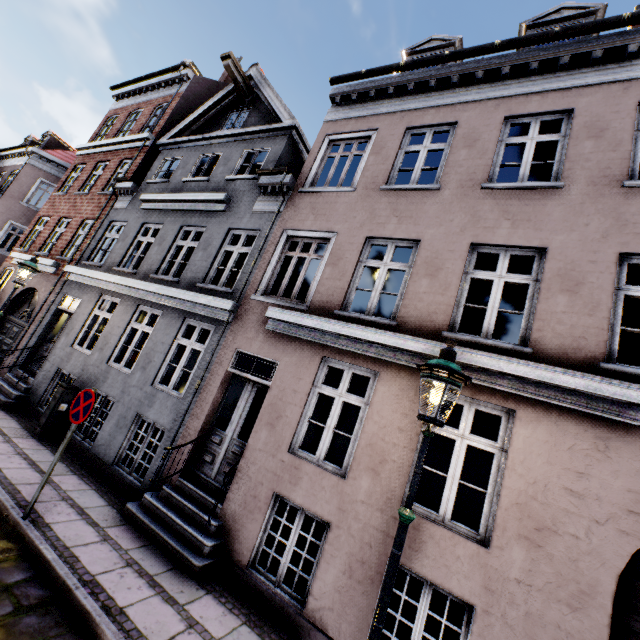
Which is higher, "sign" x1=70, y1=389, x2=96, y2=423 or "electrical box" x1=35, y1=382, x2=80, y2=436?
"sign" x1=70, y1=389, x2=96, y2=423

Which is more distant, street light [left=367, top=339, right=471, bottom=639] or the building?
the building

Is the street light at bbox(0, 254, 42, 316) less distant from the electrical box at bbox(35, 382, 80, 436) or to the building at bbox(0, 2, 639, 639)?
the building at bbox(0, 2, 639, 639)

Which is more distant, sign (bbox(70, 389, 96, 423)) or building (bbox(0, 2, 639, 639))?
sign (bbox(70, 389, 96, 423))

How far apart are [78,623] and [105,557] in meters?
1.1 m

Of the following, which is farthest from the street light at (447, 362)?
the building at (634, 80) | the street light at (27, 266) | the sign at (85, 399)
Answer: the street light at (27, 266)

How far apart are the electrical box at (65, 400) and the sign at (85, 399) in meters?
3.7
